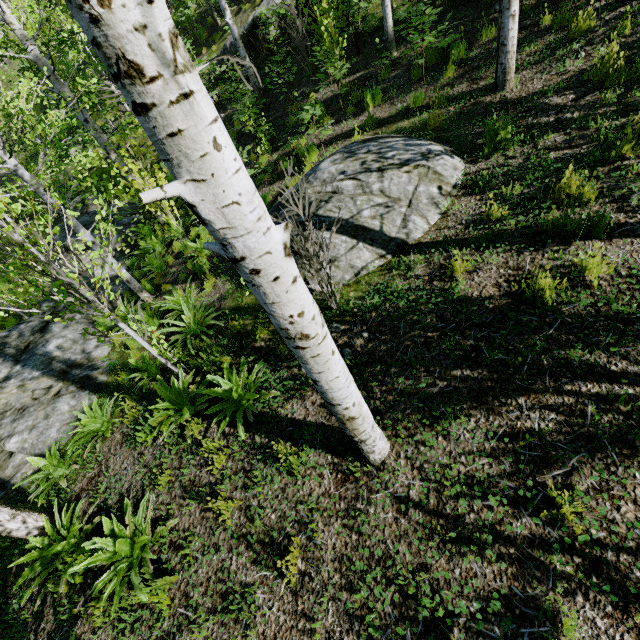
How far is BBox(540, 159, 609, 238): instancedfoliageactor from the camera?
3.5m

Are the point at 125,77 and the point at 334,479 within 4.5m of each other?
yes

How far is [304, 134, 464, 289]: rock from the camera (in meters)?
4.85

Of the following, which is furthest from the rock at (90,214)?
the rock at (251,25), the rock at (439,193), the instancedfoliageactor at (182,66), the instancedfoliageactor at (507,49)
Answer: the instancedfoliageactor at (507,49)

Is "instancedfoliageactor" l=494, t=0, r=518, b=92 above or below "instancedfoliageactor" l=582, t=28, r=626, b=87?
above

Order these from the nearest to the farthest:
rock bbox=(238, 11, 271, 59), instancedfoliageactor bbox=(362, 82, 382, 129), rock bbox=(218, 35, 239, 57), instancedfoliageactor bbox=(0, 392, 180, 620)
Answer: instancedfoliageactor bbox=(0, 392, 180, 620), instancedfoliageactor bbox=(362, 82, 382, 129), rock bbox=(238, 11, 271, 59), rock bbox=(218, 35, 239, 57)

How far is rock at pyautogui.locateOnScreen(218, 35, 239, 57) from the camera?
12.50m

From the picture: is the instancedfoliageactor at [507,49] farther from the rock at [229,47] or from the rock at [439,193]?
the rock at [229,47]
